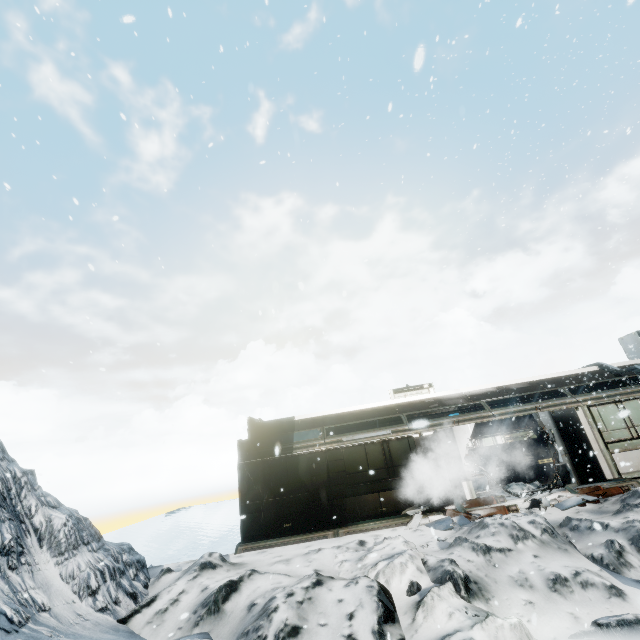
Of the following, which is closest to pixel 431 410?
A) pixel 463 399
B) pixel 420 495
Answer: pixel 463 399

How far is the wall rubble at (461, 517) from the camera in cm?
1033

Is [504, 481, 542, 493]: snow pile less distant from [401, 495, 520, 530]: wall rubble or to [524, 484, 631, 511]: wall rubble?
[401, 495, 520, 530]: wall rubble

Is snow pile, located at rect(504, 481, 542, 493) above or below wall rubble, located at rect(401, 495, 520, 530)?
above

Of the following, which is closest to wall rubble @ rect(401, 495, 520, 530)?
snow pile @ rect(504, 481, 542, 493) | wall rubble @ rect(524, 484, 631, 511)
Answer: snow pile @ rect(504, 481, 542, 493)

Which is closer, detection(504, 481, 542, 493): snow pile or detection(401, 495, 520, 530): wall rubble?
detection(401, 495, 520, 530): wall rubble

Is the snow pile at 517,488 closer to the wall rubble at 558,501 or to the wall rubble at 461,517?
the wall rubble at 461,517

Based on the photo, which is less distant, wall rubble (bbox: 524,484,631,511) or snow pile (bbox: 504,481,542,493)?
wall rubble (bbox: 524,484,631,511)
